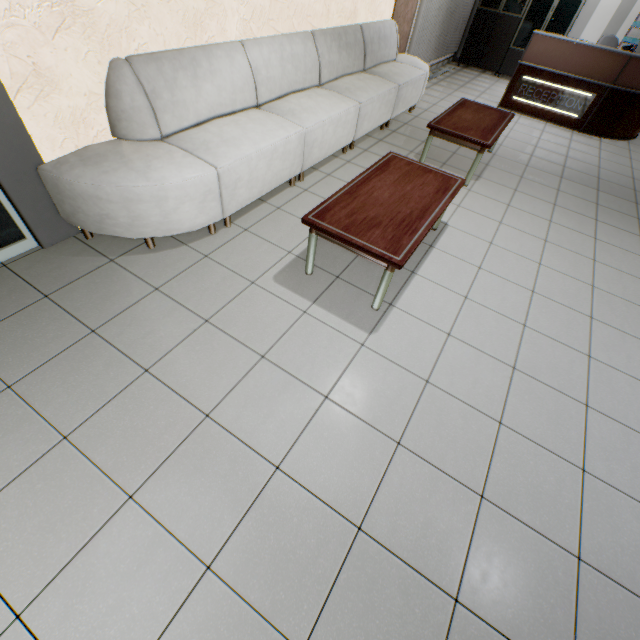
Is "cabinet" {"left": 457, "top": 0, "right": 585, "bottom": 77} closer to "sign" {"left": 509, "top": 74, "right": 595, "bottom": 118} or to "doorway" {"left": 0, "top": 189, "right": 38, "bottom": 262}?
"sign" {"left": 509, "top": 74, "right": 595, "bottom": 118}

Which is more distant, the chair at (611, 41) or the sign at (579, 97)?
the chair at (611, 41)

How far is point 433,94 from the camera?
6.7m

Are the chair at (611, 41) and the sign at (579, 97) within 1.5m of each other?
no

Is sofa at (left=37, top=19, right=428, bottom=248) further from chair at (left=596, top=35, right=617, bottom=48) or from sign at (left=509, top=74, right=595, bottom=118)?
chair at (left=596, top=35, right=617, bottom=48)

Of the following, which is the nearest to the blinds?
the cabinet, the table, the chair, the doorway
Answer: the cabinet

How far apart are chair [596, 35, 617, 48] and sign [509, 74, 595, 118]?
2.5m

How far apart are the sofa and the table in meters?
0.8 m
